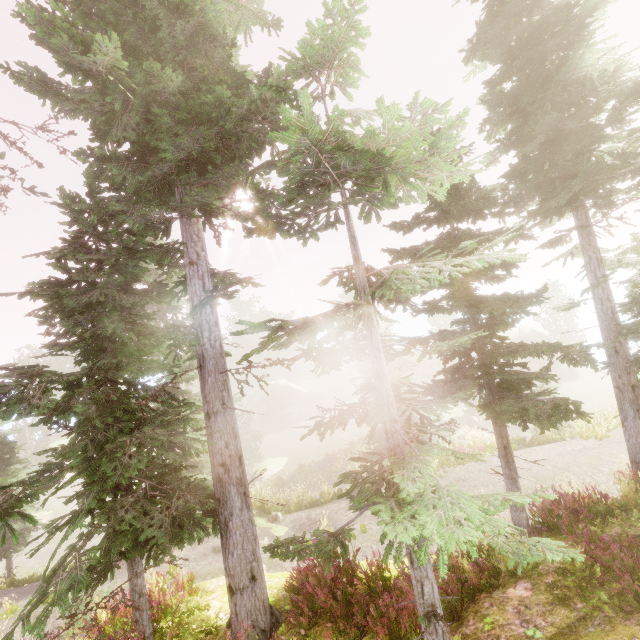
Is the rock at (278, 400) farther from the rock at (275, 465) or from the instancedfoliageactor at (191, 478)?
the rock at (275, 465)

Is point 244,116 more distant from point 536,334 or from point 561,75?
point 536,334

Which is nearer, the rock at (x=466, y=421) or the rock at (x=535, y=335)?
the rock at (x=466, y=421)

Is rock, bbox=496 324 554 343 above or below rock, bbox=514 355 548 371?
above

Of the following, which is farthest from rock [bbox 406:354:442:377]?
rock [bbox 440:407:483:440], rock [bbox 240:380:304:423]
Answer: rock [bbox 440:407:483:440]

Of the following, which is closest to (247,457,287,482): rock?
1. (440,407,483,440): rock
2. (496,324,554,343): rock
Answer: (440,407,483,440): rock

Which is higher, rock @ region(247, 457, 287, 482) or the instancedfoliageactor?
the instancedfoliageactor
